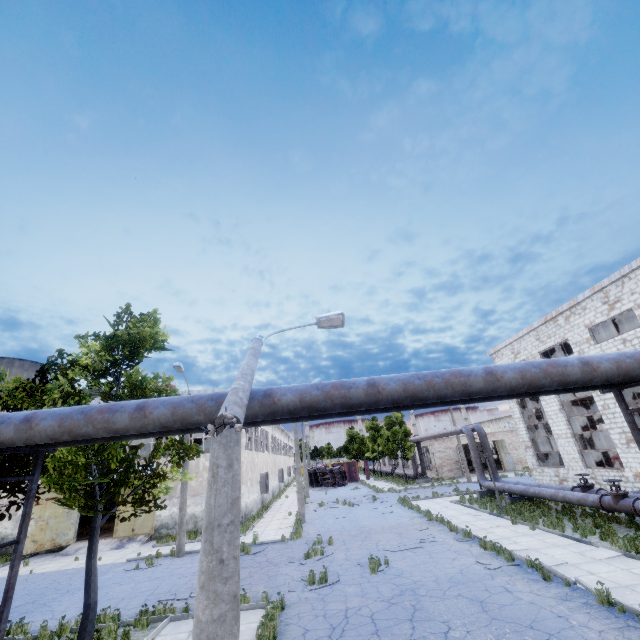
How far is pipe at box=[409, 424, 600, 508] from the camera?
15.38m

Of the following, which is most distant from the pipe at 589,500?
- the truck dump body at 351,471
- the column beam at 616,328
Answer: the column beam at 616,328

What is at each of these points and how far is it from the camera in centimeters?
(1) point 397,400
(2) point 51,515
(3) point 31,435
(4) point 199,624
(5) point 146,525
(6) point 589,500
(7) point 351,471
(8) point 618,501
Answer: (1) pipe, 577cm
(2) door, 2231cm
(3) pipe, 538cm
(4) lamp post, 318cm
(5) door, 2331cm
(6) pipe, 1458cm
(7) truck dump body, 5378cm
(8) pipe valve, 1321cm

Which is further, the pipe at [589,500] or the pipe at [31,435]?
the pipe at [589,500]

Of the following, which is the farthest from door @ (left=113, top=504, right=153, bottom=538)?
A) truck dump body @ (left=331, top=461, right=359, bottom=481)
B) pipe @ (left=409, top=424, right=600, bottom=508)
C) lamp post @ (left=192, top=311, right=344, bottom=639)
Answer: truck dump body @ (left=331, top=461, right=359, bottom=481)

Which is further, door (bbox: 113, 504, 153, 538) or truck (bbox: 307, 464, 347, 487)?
truck (bbox: 307, 464, 347, 487)

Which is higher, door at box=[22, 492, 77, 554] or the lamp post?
the lamp post

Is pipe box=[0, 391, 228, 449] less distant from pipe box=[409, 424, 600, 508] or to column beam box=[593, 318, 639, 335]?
pipe box=[409, 424, 600, 508]
